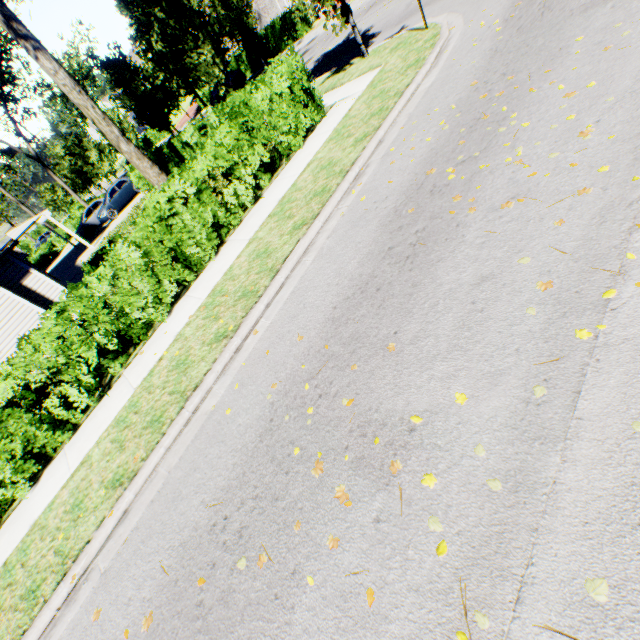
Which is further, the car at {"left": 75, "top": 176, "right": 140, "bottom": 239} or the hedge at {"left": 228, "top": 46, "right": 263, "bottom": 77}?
the hedge at {"left": 228, "top": 46, "right": 263, "bottom": 77}

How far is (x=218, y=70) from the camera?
Answer: 14.4m

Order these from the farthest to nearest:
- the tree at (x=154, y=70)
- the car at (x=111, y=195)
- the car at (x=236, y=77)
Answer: the car at (x=236, y=77), the car at (x=111, y=195), the tree at (x=154, y=70)

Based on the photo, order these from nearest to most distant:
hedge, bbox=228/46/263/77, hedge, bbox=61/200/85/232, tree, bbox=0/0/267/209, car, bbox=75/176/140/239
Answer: tree, bbox=0/0/267/209
car, bbox=75/176/140/239
hedge, bbox=228/46/263/77
hedge, bbox=61/200/85/232

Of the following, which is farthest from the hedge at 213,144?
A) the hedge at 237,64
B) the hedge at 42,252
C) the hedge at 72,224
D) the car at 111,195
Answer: the hedge at 42,252

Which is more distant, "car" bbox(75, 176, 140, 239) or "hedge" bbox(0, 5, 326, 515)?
"car" bbox(75, 176, 140, 239)

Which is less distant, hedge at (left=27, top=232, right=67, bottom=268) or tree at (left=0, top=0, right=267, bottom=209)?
tree at (left=0, top=0, right=267, bottom=209)

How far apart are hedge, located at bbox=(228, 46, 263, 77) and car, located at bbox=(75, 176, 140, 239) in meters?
13.7 m
